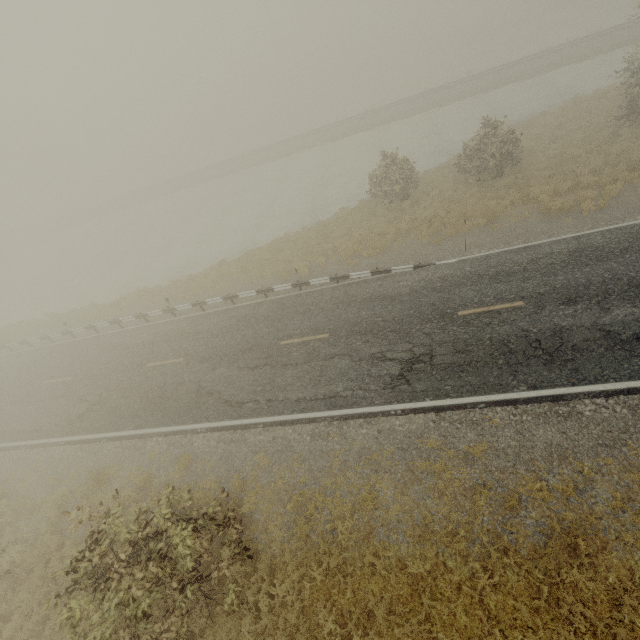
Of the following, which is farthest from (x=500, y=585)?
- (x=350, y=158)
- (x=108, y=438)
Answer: (x=350, y=158)
